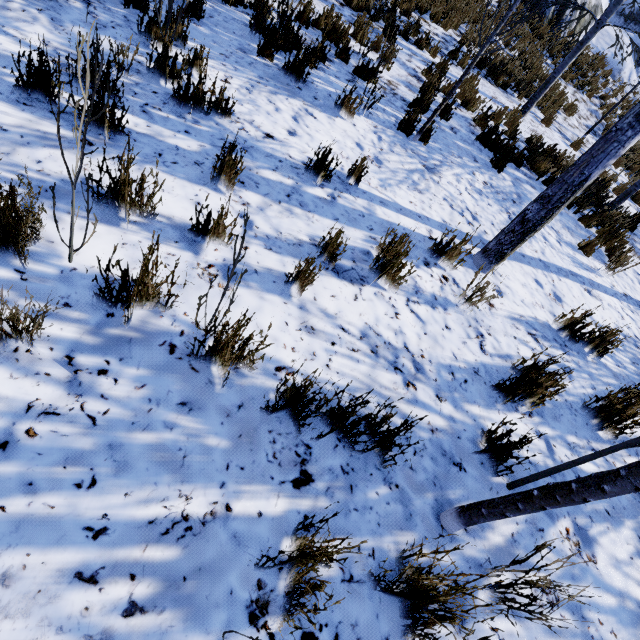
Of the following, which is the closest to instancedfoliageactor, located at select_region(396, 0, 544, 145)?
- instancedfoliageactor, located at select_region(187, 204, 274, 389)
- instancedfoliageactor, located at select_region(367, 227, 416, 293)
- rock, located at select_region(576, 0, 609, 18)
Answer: instancedfoliageactor, located at select_region(187, 204, 274, 389)

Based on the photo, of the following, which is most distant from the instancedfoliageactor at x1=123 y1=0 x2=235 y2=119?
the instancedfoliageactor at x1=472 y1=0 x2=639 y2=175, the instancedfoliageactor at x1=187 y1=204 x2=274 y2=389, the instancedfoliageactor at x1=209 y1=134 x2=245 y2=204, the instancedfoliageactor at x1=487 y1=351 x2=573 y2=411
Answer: the instancedfoliageactor at x1=472 y1=0 x2=639 y2=175

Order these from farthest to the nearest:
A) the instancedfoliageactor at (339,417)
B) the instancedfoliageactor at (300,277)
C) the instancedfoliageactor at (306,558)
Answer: the instancedfoliageactor at (300,277)
the instancedfoliageactor at (339,417)
the instancedfoliageactor at (306,558)

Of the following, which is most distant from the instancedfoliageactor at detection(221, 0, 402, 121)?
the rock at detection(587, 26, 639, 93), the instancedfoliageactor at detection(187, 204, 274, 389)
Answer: the rock at detection(587, 26, 639, 93)

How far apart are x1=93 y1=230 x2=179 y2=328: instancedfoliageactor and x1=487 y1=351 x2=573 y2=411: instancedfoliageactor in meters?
1.6

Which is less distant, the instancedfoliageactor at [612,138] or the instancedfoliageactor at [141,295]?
the instancedfoliageactor at [141,295]

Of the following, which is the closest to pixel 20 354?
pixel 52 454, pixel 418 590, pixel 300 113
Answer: pixel 52 454

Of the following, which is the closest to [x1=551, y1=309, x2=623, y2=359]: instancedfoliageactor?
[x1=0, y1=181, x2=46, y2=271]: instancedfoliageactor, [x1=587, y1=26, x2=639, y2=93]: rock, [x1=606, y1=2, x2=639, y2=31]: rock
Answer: [x1=0, y1=181, x2=46, y2=271]: instancedfoliageactor
